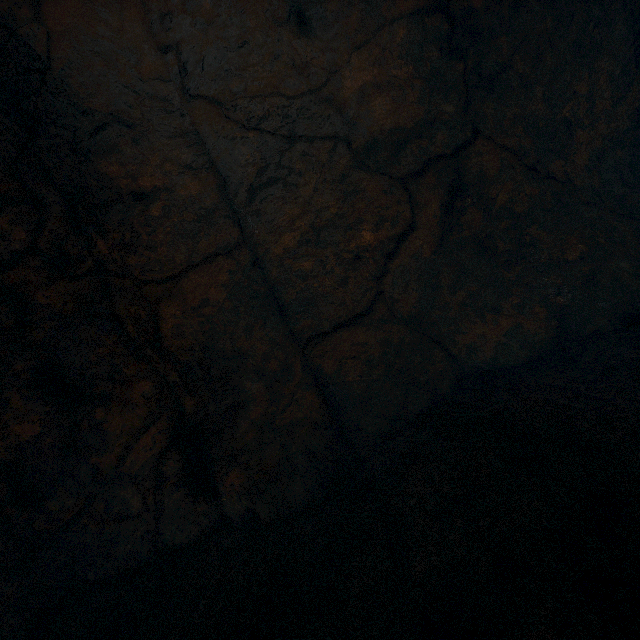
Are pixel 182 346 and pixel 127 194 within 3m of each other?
yes
